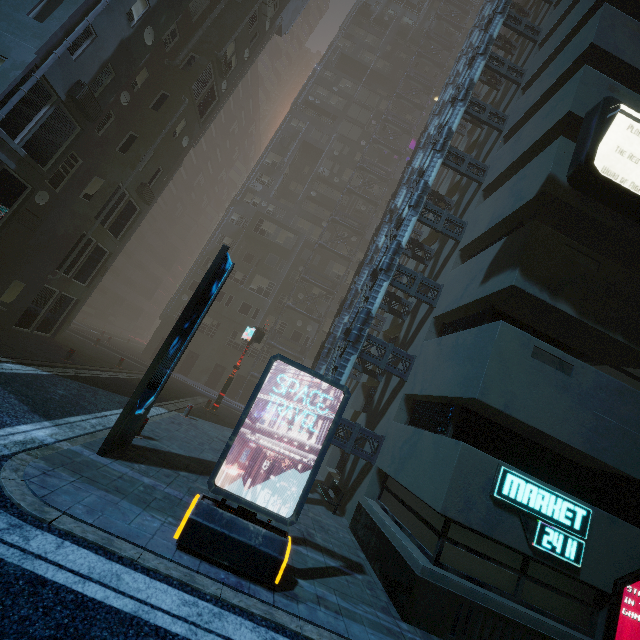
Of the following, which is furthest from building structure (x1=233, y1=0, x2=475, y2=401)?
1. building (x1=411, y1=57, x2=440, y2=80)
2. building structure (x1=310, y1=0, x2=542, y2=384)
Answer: building (x1=411, y1=57, x2=440, y2=80)

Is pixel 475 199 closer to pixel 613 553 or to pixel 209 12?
pixel 613 553

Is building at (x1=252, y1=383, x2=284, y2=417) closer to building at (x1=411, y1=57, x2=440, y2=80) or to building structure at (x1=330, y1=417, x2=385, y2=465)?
building structure at (x1=330, y1=417, x2=385, y2=465)

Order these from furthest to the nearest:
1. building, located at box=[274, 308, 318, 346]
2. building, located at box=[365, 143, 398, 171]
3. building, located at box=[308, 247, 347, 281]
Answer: building, located at box=[365, 143, 398, 171] < building, located at box=[308, 247, 347, 281] < building, located at box=[274, 308, 318, 346]

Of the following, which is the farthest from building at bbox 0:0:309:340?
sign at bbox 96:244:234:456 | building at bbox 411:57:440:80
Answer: sign at bbox 96:244:234:456

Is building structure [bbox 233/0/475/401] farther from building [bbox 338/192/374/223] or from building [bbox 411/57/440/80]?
building [bbox 411/57/440/80]

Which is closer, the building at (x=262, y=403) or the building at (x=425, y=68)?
the building at (x=262, y=403)

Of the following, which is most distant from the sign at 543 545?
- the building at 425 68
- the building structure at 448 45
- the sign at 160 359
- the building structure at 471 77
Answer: the building at 425 68
